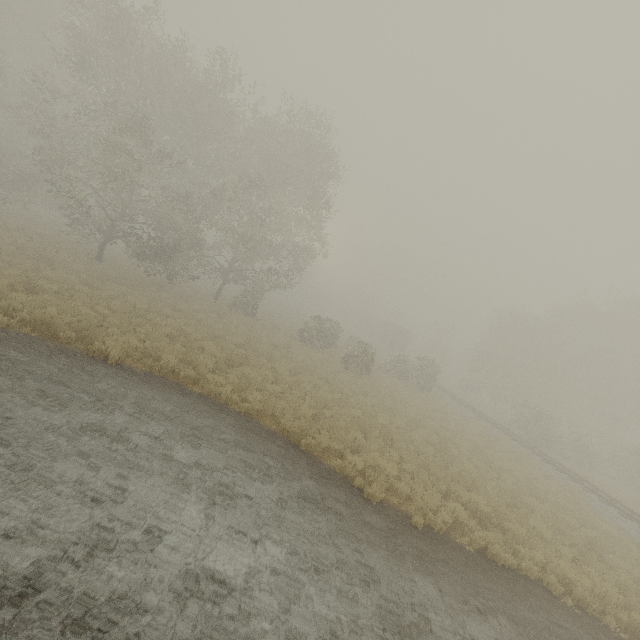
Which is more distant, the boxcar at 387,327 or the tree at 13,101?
the boxcar at 387,327

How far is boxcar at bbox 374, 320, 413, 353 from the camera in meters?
52.2

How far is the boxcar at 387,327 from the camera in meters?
52.2

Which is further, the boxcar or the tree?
the boxcar

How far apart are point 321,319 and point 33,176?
A: 26.5m
